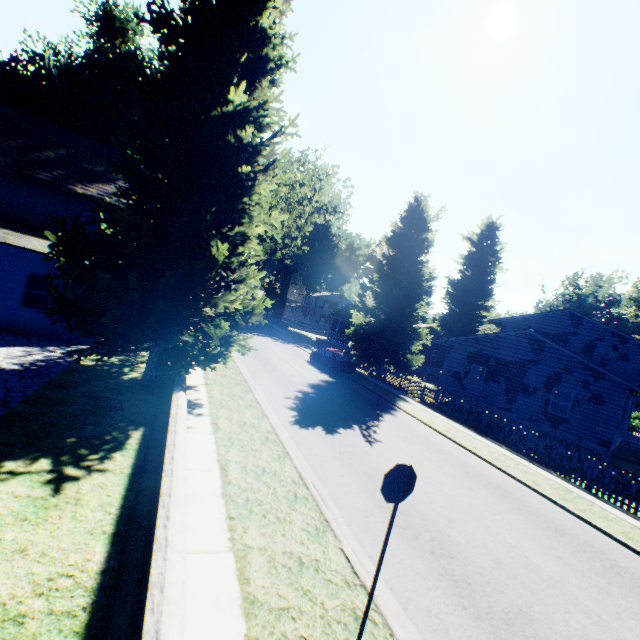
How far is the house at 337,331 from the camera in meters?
44.7 m

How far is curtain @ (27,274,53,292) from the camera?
13.5 meters

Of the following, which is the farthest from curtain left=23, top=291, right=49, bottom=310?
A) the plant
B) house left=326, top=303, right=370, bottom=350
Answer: house left=326, top=303, right=370, bottom=350

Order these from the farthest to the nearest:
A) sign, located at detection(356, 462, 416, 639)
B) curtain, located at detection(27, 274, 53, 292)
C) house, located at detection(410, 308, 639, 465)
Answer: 1. house, located at detection(410, 308, 639, 465)
2. curtain, located at detection(27, 274, 53, 292)
3. sign, located at detection(356, 462, 416, 639)

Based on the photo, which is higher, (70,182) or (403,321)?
(70,182)

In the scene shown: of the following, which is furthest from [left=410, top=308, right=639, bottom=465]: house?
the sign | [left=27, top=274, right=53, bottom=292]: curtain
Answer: [left=27, top=274, right=53, bottom=292]: curtain

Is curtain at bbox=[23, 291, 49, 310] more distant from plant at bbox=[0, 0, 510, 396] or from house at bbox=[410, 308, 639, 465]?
house at bbox=[410, 308, 639, 465]

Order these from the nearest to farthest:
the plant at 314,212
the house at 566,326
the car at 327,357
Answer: the plant at 314,212
the house at 566,326
the car at 327,357
